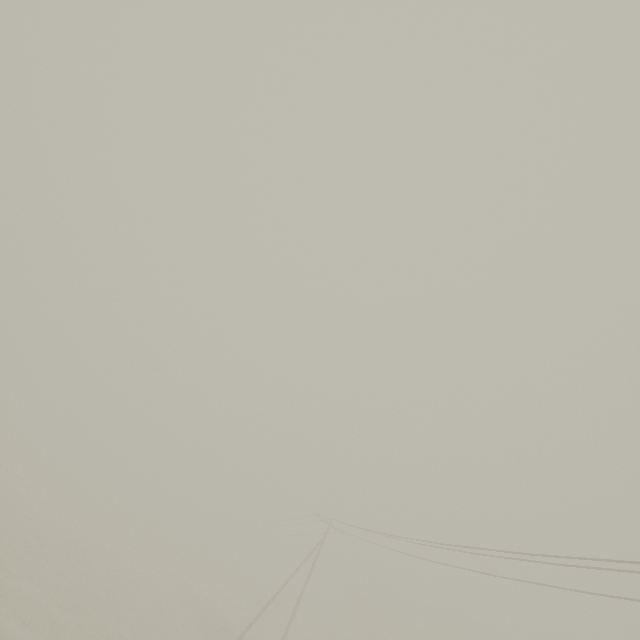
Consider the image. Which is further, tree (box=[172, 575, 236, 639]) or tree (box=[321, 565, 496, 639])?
tree (box=[321, 565, 496, 639])

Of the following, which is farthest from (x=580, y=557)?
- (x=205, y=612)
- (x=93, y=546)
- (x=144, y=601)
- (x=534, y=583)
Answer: (x=93, y=546)

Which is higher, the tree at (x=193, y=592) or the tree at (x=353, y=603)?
the tree at (x=353, y=603)

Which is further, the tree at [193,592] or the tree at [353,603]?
the tree at [353,603]

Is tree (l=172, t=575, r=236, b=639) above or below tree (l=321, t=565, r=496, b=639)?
below
